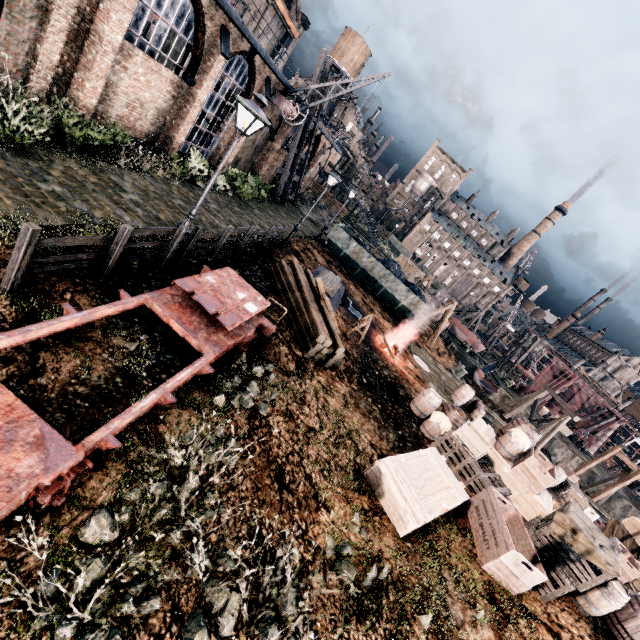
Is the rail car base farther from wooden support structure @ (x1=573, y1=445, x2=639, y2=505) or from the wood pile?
wooden support structure @ (x1=573, y1=445, x2=639, y2=505)

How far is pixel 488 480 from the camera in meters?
11.0

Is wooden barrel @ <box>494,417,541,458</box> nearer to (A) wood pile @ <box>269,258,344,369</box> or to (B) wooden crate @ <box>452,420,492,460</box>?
(B) wooden crate @ <box>452,420,492,460</box>

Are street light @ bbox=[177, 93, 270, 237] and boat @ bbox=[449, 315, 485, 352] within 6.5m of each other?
no

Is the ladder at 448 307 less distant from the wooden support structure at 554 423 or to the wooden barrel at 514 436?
the wooden support structure at 554 423

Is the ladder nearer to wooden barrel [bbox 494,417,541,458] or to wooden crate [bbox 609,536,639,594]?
wooden barrel [bbox 494,417,541,458]

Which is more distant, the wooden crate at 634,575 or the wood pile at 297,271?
the wood pile at 297,271

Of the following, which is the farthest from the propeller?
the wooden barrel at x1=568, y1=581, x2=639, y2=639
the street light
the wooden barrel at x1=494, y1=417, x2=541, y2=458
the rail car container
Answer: the street light
